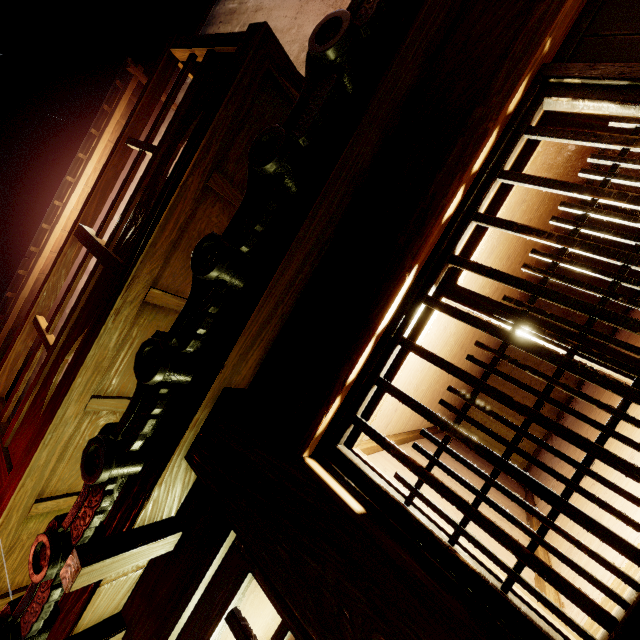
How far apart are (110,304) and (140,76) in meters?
6.8

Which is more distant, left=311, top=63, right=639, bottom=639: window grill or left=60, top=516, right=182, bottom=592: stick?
left=60, top=516, right=182, bottom=592: stick

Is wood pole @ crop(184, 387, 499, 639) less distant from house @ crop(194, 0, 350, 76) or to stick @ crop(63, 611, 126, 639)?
stick @ crop(63, 611, 126, 639)

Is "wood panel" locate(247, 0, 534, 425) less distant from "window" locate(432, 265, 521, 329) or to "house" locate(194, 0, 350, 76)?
"window" locate(432, 265, 521, 329)

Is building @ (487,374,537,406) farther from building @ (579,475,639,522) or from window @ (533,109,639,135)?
window @ (533,109,639,135)

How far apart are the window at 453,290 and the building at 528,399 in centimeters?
904cm

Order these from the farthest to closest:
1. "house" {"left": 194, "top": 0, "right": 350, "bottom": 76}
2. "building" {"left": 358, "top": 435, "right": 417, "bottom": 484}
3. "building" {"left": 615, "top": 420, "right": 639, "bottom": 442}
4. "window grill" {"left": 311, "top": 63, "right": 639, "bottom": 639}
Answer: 1. "house" {"left": 194, "top": 0, "right": 350, "bottom": 76}
2. "building" {"left": 358, "top": 435, "right": 417, "bottom": 484}
3. "building" {"left": 615, "top": 420, "right": 639, "bottom": 442}
4. "window grill" {"left": 311, "top": 63, "right": 639, "bottom": 639}
